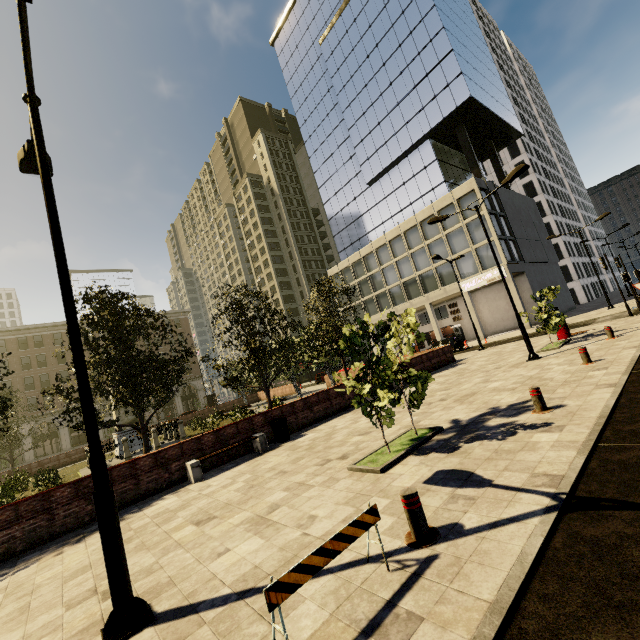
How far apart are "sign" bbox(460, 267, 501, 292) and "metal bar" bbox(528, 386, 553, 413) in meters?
30.0 m

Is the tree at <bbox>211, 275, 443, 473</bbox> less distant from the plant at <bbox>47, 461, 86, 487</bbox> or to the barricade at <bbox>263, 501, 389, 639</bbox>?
the plant at <bbox>47, 461, 86, 487</bbox>

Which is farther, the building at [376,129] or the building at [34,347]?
the building at [34,347]

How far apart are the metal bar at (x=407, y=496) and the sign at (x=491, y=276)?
34.7 meters

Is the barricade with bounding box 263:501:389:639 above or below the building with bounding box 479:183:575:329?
below

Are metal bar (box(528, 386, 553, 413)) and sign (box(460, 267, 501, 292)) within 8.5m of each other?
no

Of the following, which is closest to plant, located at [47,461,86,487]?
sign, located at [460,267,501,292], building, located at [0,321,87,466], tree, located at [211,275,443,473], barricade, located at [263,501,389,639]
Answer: tree, located at [211,275,443,473]

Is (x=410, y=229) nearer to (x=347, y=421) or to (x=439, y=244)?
(x=439, y=244)
